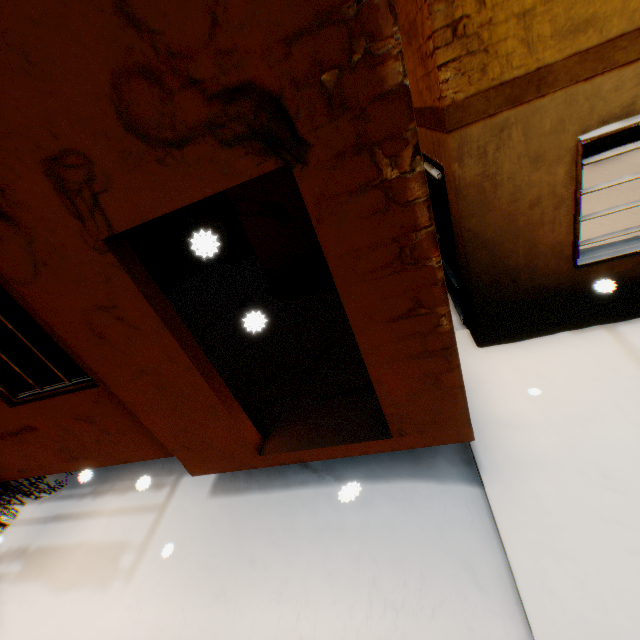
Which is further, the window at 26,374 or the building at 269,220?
the window at 26,374

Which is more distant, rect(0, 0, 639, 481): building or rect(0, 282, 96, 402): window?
rect(0, 282, 96, 402): window

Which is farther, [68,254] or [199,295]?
[199,295]
